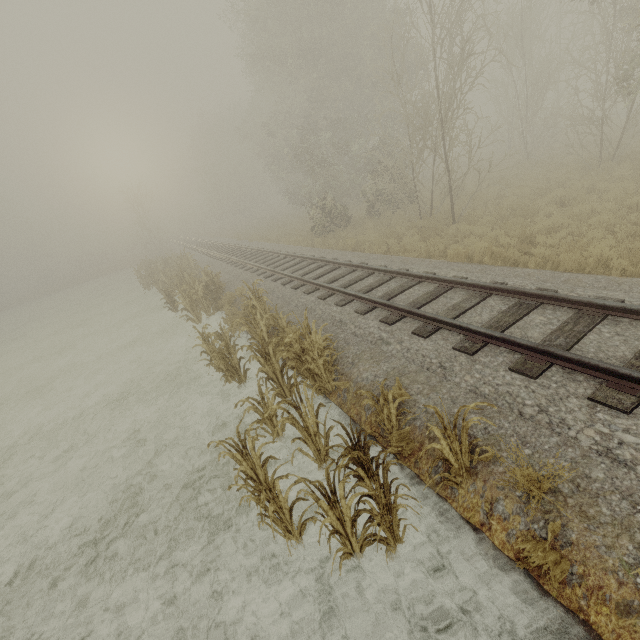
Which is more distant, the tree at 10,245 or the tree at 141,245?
the tree at 10,245

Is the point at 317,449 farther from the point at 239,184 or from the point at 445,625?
the point at 239,184

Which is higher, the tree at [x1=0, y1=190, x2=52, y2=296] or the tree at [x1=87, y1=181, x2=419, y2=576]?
the tree at [x1=0, y1=190, x2=52, y2=296]

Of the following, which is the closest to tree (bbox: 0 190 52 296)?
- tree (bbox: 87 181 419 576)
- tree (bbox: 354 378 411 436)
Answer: tree (bbox: 87 181 419 576)

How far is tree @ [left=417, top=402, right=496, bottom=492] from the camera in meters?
3.4

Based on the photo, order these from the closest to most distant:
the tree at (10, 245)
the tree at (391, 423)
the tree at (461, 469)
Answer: the tree at (461, 469) < the tree at (391, 423) < the tree at (10, 245)
